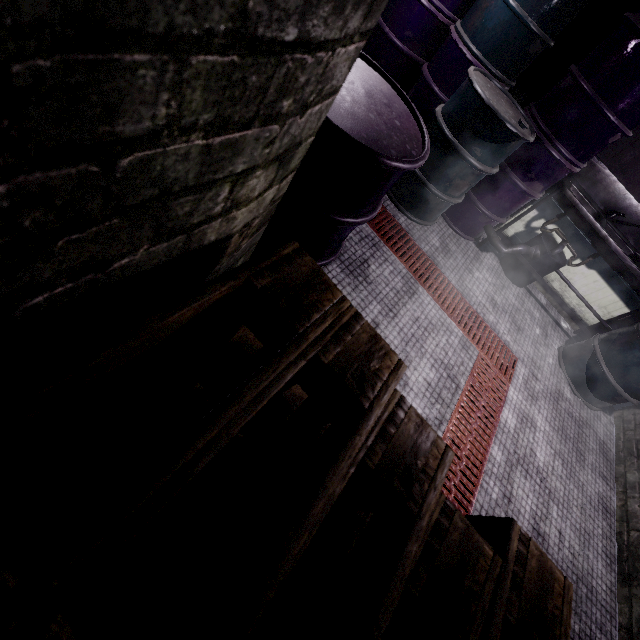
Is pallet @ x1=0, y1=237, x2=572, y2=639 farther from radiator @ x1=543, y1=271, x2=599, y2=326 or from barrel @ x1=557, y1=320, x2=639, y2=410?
radiator @ x1=543, y1=271, x2=599, y2=326

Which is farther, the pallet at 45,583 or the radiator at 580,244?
the radiator at 580,244

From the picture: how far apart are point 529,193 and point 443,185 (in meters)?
0.87

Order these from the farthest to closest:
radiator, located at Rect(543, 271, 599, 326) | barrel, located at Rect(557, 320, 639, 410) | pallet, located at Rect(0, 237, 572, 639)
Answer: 1. radiator, located at Rect(543, 271, 599, 326)
2. barrel, located at Rect(557, 320, 639, 410)
3. pallet, located at Rect(0, 237, 572, 639)

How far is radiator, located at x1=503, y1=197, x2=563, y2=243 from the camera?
3.4m

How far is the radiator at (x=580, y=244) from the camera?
3.35m

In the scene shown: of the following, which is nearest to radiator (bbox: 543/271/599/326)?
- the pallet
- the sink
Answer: the sink
